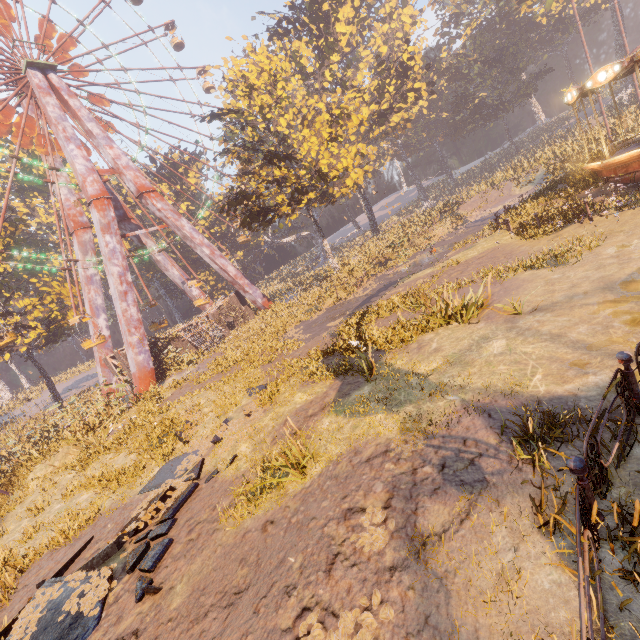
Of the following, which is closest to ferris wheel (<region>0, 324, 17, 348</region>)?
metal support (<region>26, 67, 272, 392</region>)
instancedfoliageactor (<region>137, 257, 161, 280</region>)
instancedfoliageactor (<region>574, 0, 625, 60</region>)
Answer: metal support (<region>26, 67, 272, 392</region>)

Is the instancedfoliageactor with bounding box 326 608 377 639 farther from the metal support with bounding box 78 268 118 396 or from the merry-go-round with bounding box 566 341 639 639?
the metal support with bounding box 78 268 118 396

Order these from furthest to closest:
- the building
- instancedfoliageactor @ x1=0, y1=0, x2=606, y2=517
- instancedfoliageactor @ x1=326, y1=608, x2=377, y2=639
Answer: the building
instancedfoliageactor @ x1=0, y1=0, x2=606, y2=517
instancedfoliageactor @ x1=326, y1=608, x2=377, y2=639

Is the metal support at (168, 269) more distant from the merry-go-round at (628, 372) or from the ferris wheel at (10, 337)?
the merry-go-round at (628, 372)

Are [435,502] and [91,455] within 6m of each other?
no

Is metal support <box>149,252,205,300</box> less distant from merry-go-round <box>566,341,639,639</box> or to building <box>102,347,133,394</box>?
building <box>102,347,133,394</box>

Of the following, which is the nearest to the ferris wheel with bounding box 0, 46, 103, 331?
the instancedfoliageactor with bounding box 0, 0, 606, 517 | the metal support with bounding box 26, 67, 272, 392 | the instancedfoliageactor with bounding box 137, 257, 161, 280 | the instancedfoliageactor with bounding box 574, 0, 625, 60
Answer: the metal support with bounding box 26, 67, 272, 392

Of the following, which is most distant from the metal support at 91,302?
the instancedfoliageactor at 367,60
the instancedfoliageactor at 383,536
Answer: the instancedfoliageactor at 383,536
